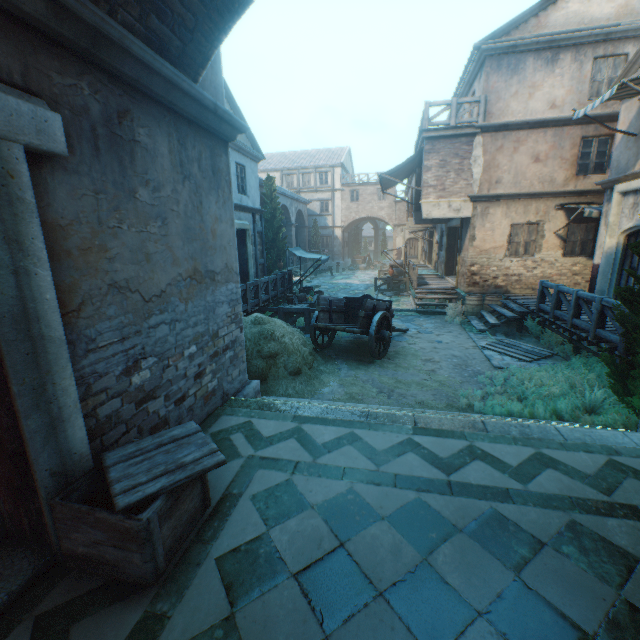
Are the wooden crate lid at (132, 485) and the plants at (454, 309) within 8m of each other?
no

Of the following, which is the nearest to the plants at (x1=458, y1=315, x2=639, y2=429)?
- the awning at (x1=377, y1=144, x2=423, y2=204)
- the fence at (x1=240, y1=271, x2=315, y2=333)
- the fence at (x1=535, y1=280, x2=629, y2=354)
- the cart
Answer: the fence at (x1=535, y1=280, x2=629, y2=354)

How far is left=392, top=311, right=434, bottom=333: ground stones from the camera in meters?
11.9 m

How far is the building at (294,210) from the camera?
28.60m

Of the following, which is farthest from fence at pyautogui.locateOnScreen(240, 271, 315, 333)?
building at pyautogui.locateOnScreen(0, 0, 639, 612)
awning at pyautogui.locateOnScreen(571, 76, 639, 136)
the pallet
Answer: awning at pyautogui.locateOnScreen(571, 76, 639, 136)

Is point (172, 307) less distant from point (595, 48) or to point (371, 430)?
point (371, 430)

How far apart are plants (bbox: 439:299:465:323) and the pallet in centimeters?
237cm

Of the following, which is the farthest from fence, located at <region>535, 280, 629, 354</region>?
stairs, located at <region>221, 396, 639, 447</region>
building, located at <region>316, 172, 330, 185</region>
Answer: building, located at <region>316, 172, 330, 185</region>
